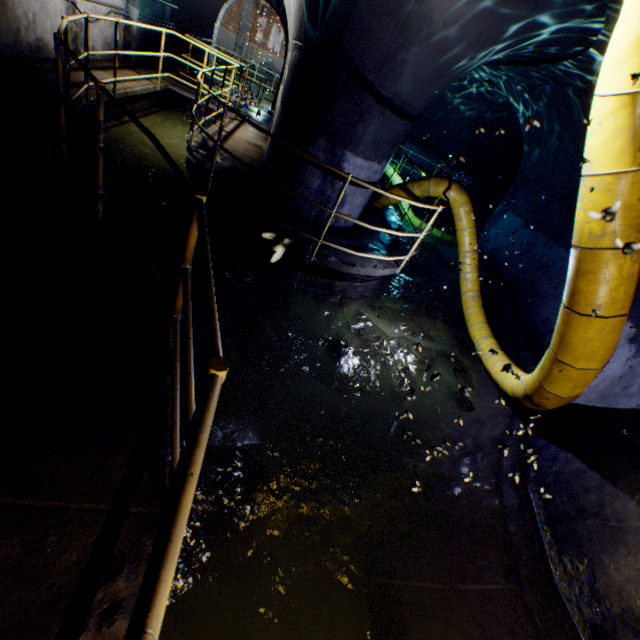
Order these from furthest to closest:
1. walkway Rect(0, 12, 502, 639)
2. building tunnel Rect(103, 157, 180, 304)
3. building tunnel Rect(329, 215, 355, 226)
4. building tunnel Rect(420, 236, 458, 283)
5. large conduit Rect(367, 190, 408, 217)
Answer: building tunnel Rect(420, 236, 458, 283), large conduit Rect(367, 190, 408, 217), building tunnel Rect(329, 215, 355, 226), building tunnel Rect(103, 157, 180, 304), walkway Rect(0, 12, 502, 639)

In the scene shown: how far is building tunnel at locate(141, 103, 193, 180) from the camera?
8.2m

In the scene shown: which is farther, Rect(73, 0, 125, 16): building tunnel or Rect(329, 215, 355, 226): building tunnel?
Rect(73, 0, 125, 16): building tunnel

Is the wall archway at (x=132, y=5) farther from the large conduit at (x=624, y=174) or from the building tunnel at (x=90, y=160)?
the large conduit at (x=624, y=174)

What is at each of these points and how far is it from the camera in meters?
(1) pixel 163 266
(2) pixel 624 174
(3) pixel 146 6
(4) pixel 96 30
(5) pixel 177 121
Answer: (1) building tunnel, 4.8
(2) large conduit, 2.0
(3) building tunnel, 9.5
(4) building tunnel, 7.7
(5) building tunnel, 10.4

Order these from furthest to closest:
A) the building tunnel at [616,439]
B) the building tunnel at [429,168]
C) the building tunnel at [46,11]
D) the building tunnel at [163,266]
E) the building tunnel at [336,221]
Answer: the building tunnel at [429,168] < the building tunnel at [336,221] < the building tunnel at [46,11] < the building tunnel at [163,266] < the building tunnel at [616,439]

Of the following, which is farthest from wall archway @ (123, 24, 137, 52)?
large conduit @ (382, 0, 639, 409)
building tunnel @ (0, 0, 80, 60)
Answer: large conduit @ (382, 0, 639, 409)
